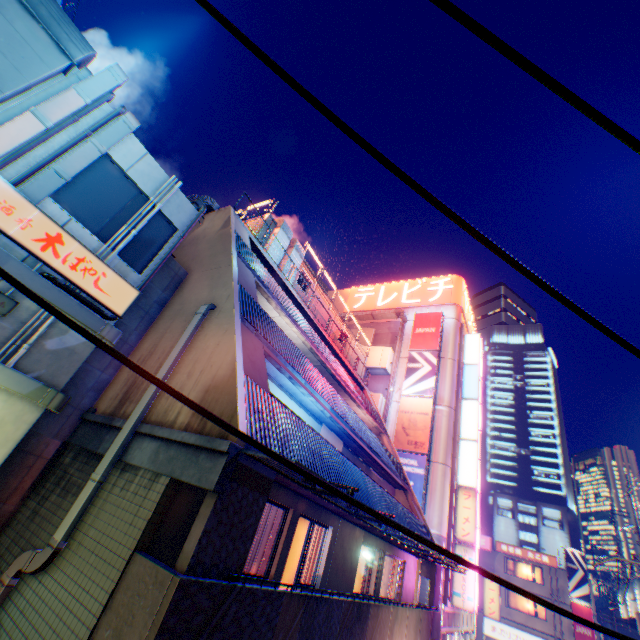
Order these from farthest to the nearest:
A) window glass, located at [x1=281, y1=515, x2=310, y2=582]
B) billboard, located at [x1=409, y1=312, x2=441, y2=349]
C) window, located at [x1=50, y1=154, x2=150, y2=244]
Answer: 1. billboard, located at [x1=409, y1=312, x2=441, y2=349]
2. window glass, located at [x1=281, y1=515, x2=310, y2=582]
3. window, located at [x1=50, y1=154, x2=150, y2=244]

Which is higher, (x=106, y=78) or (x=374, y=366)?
(x=374, y=366)

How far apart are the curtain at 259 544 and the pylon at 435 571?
12.10m

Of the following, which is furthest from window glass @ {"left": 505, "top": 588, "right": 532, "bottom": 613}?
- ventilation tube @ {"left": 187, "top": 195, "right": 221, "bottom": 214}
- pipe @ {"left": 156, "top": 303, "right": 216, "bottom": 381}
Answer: pipe @ {"left": 156, "top": 303, "right": 216, "bottom": 381}

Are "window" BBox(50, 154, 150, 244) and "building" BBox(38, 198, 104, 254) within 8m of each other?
yes

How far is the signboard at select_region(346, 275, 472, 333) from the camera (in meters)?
32.62

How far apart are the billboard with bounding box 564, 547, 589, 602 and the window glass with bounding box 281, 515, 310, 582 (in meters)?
41.90

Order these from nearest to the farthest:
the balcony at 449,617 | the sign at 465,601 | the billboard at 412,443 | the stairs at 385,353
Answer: the sign at 465,601 → the balcony at 449,617 → the billboard at 412,443 → the stairs at 385,353
